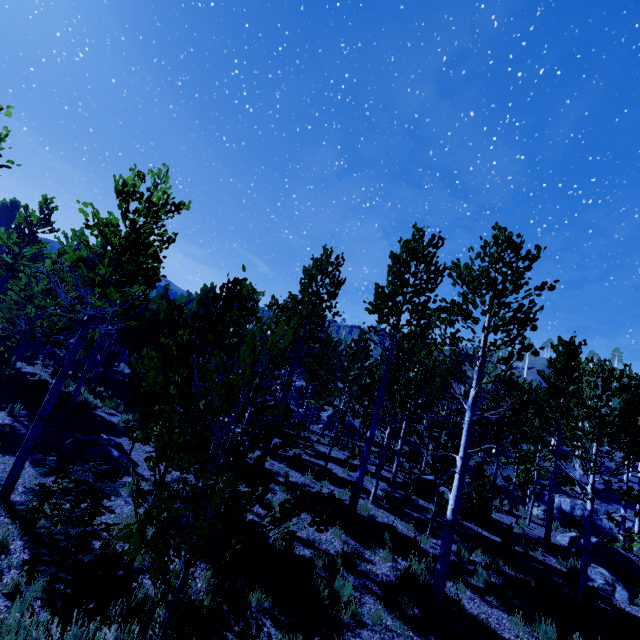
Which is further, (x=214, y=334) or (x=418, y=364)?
(x=418, y=364)

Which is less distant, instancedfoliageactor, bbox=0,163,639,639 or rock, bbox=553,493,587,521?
instancedfoliageactor, bbox=0,163,639,639

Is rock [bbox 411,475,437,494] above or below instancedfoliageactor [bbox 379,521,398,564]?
above

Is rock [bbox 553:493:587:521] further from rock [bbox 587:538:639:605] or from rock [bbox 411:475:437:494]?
rock [bbox 411:475:437:494]

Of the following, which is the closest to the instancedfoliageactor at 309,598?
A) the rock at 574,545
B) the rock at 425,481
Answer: the rock at 574,545

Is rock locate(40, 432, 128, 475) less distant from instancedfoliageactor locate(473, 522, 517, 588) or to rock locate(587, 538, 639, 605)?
instancedfoliageactor locate(473, 522, 517, 588)

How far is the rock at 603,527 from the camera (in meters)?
23.55

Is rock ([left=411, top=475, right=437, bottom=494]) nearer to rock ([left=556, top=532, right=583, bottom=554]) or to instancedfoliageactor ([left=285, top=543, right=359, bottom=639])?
instancedfoliageactor ([left=285, top=543, right=359, bottom=639])
